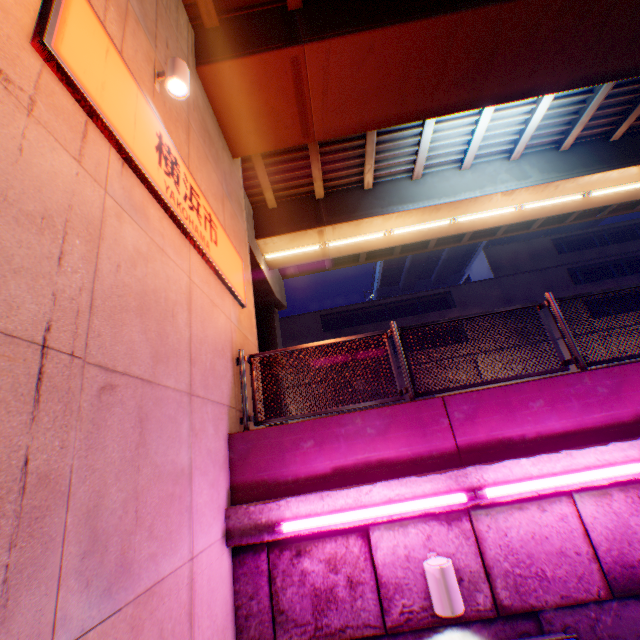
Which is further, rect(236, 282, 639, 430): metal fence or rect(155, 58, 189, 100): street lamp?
rect(236, 282, 639, 430): metal fence

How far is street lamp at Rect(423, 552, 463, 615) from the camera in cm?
314

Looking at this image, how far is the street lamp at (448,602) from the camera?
3.1m

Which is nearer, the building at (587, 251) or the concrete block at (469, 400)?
the concrete block at (469, 400)

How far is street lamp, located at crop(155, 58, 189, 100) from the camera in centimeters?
403cm

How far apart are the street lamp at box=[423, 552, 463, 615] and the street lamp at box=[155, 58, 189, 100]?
6.3m

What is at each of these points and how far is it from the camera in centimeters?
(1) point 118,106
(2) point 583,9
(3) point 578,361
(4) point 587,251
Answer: (1) sign, 296cm
(2) overpass support, 633cm
(3) metal fence, 467cm
(4) building, 2714cm

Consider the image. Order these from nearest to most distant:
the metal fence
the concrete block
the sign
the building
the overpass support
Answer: the sign < the concrete block < the metal fence < the overpass support < the building
